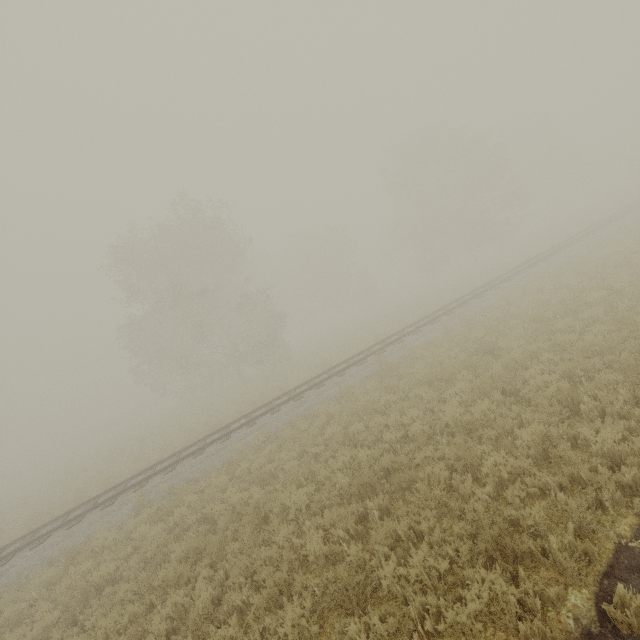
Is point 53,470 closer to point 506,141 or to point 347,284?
point 347,284
